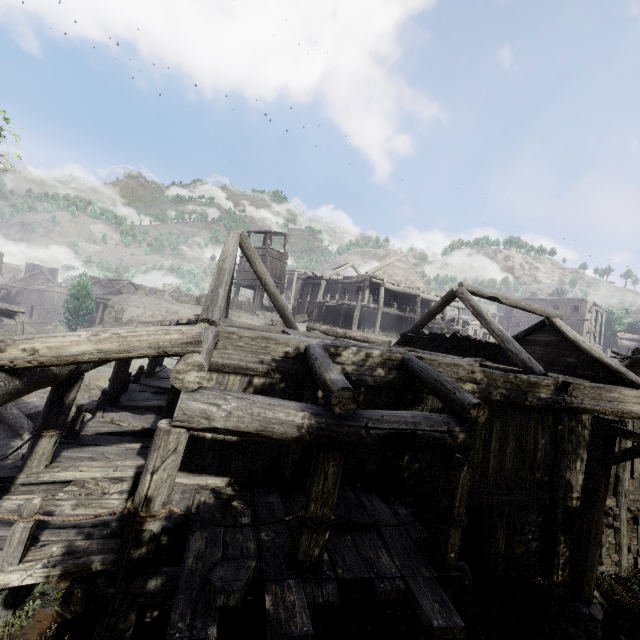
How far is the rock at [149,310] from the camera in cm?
2520

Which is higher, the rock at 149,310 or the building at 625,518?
the rock at 149,310

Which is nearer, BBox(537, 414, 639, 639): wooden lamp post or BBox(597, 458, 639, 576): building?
BBox(537, 414, 639, 639): wooden lamp post

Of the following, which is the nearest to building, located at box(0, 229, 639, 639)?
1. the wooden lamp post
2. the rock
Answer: the rock

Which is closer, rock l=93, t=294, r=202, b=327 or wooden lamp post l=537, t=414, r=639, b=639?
wooden lamp post l=537, t=414, r=639, b=639

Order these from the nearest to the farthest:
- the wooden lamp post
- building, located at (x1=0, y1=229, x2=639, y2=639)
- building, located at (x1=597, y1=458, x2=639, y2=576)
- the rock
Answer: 1. building, located at (x1=0, y1=229, x2=639, y2=639)
2. the wooden lamp post
3. building, located at (x1=597, y1=458, x2=639, y2=576)
4. the rock

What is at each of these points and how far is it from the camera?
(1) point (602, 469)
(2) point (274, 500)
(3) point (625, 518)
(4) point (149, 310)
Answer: (1) wooden lamp post, 6.2 meters
(2) building, 6.0 meters
(3) building, 8.9 meters
(4) rock, 25.8 meters
